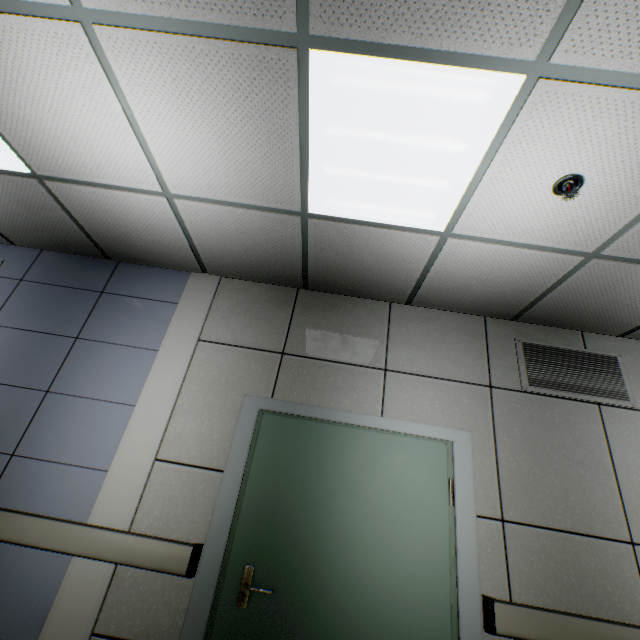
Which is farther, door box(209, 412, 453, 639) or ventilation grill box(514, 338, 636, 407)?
ventilation grill box(514, 338, 636, 407)

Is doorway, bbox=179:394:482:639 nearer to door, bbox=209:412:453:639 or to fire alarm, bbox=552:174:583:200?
door, bbox=209:412:453:639

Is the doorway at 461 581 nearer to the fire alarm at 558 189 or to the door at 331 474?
the door at 331 474

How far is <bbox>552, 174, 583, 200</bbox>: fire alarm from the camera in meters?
1.7 m

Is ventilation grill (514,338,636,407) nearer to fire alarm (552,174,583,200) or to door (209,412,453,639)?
door (209,412,453,639)

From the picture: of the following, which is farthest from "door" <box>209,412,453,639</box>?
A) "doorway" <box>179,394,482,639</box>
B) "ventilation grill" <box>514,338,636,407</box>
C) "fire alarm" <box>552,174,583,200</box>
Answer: "fire alarm" <box>552,174,583,200</box>

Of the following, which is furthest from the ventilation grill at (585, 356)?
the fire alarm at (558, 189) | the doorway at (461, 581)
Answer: the fire alarm at (558, 189)

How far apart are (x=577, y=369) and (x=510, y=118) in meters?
2.4
